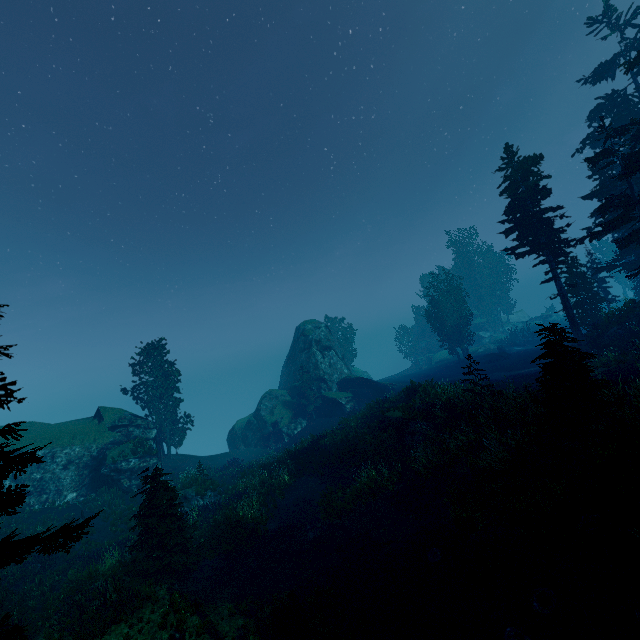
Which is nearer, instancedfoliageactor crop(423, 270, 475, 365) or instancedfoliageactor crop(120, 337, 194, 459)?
instancedfoliageactor crop(120, 337, 194, 459)

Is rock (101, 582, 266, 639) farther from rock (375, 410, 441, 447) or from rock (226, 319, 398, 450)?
rock (226, 319, 398, 450)

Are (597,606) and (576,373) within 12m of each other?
yes

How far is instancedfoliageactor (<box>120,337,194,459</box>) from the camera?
33.59m

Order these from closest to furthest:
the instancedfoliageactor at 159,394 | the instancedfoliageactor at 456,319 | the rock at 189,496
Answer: the rock at 189,496, the instancedfoliageactor at 159,394, the instancedfoliageactor at 456,319

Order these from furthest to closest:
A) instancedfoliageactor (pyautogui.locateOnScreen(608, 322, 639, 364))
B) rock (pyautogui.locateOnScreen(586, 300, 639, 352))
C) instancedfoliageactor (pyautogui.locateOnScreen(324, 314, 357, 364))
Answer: instancedfoliageactor (pyautogui.locateOnScreen(324, 314, 357, 364)) < rock (pyautogui.locateOnScreen(586, 300, 639, 352)) < instancedfoliageactor (pyautogui.locateOnScreen(608, 322, 639, 364))

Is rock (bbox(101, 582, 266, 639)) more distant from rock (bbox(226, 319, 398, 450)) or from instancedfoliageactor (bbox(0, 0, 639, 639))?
rock (bbox(226, 319, 398, 450))

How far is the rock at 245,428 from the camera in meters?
38.3
